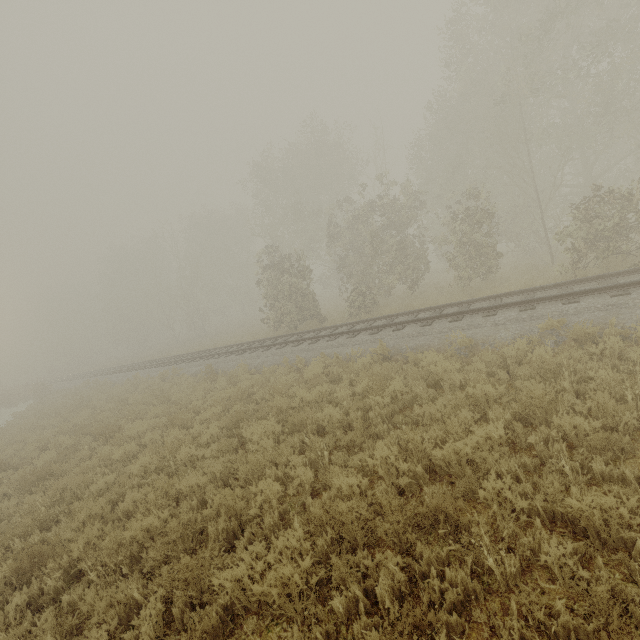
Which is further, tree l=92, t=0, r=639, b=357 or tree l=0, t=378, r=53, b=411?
tree l=0, t=378, r=53, b=411

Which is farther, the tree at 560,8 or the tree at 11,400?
the tree at 11,400

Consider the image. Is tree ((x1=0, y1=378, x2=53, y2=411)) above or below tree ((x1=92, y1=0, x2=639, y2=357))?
below

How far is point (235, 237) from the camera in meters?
43.7 m

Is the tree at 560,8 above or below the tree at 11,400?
above
